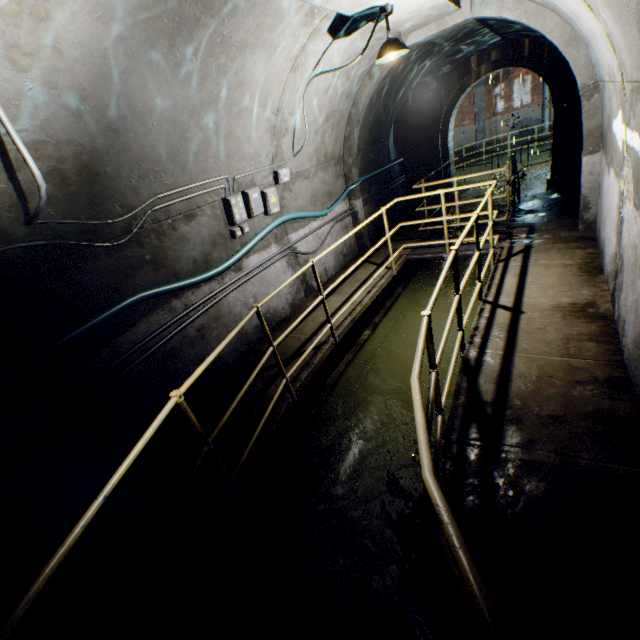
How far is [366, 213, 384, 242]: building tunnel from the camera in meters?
8.6 m

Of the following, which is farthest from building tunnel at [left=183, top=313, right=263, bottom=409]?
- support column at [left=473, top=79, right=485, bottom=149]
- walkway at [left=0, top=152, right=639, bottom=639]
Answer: support column at [left=473, top=79, right=485, bottom=149]

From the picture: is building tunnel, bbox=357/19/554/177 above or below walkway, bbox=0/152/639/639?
above

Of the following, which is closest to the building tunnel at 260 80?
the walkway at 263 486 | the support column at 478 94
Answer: the walkway at 263 486

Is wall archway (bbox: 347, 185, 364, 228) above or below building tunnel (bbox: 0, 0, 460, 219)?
below

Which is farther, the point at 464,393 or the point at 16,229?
the point at 464,393
